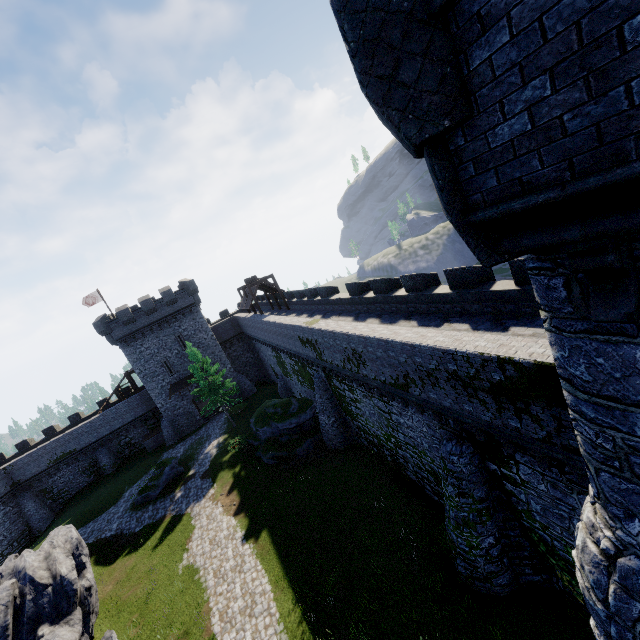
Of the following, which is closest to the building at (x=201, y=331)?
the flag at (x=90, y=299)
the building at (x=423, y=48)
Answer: the flag at (x=90, y=299)

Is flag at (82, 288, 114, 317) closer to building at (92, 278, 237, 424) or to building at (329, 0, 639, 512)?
building at (92, 278, 237, 424)

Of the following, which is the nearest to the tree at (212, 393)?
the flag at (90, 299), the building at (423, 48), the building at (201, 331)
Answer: the building at (201, 331)

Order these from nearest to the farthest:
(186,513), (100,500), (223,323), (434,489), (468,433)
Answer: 1. (468,433)
2. (434,489)
3. (186,513)
4. (100,500)
5. (223,323)

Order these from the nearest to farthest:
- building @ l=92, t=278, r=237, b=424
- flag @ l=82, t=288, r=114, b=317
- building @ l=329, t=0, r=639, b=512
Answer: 1. building @ l=329, t=0, r=639, b=512
2. building @ l=92, t=278, r=237, b=424
3. flag @ l=82, t=288, r=114, b=317

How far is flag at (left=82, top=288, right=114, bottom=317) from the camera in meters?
41.0 m

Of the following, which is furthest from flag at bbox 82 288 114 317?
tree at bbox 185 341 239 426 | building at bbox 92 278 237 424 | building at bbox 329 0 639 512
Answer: building at bbox 329 0 639 512
